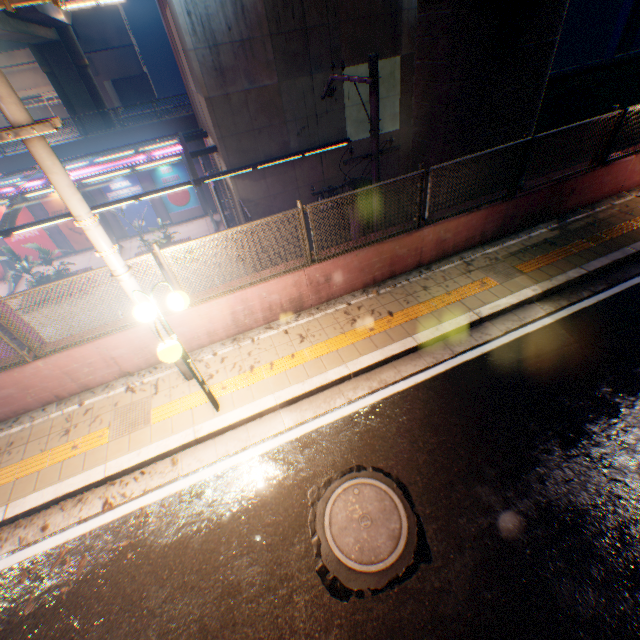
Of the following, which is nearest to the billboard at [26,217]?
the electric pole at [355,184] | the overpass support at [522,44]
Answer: the overpass support at [522,44]

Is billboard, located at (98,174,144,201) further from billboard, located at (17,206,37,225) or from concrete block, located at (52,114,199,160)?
billboard, located at (17,206,37,225)

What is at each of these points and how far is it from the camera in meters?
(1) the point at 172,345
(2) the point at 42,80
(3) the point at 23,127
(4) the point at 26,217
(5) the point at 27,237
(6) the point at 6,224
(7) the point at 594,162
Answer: (1) street lamp, 3.9 m
(2) building, 33.3 m
(3) electric pole, 3.1 m
(4) billboard, 22.6 m
(5) billboard, 23.3 m
(6) canopy, 12.1 m
(7) metal fence, 7.6 m

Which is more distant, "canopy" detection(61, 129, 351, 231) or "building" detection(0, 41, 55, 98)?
"building" detection(0, 41, 55, 98)

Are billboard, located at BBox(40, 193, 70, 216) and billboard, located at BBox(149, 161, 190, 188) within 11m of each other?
yes

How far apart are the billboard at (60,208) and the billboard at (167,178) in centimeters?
476cm

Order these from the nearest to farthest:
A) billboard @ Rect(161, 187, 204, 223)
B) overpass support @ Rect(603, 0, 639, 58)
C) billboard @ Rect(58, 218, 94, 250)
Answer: billboard @ Rect(58, 218, 94, 250), billboard @ Rect(161, 187, 204, 223), overpass support @ Rect(603, 0, 639, 58)

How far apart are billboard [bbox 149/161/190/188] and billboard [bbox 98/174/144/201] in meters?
0.9 m
